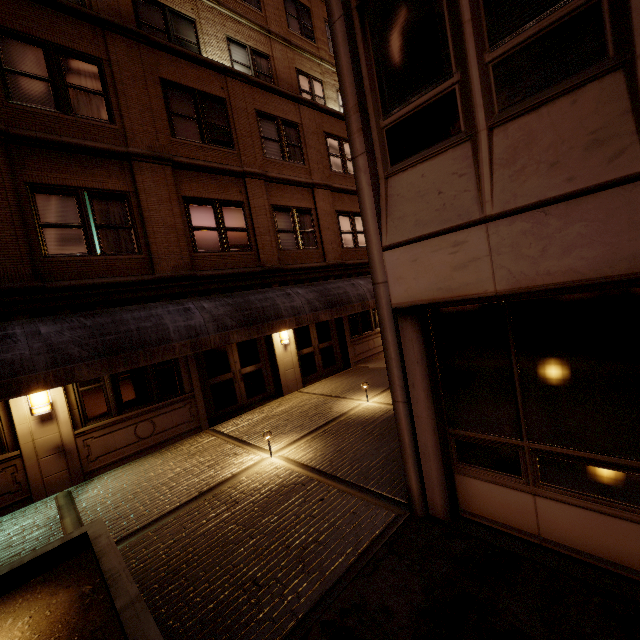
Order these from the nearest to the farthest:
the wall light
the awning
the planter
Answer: the planter, the awning, the wall light

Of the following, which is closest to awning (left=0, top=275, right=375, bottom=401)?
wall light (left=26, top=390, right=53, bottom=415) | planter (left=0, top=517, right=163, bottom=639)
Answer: wall light (left=26, top=390, right=53, bottom=415)

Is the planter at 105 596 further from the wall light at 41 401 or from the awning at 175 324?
the wall light at 41 401

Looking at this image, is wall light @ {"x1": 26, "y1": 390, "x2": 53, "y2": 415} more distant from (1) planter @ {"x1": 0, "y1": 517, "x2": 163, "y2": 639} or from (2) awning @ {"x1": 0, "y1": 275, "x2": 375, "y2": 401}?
(1) planter @ {"x1": 0, "y1": 517, "x2": 163, "y2": 639}

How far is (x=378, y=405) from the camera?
9.19m

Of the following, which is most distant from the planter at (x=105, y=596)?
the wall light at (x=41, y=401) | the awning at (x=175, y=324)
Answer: the wall light at (x=41, y=401)

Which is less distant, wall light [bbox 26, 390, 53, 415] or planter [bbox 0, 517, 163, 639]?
planter [bbox 0, 517, 163, 639]

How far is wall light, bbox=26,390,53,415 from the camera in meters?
7.1 m
